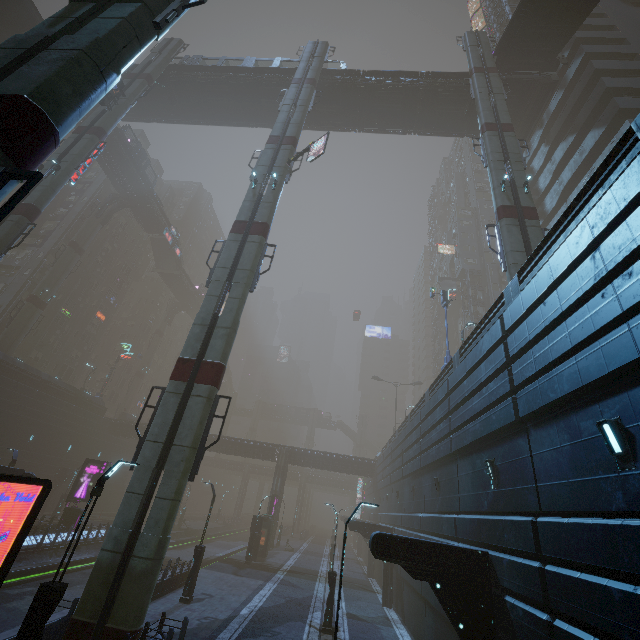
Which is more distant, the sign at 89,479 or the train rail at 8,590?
the sign at 89,479

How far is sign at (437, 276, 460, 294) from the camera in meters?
53.0

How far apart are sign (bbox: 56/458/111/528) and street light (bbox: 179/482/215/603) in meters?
14.8

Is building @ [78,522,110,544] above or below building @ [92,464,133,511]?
below

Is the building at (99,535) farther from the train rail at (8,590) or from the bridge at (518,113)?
the bridge at (518,113)

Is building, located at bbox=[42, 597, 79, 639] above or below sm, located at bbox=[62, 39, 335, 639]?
below

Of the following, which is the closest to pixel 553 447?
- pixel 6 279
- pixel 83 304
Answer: pixel 6 279

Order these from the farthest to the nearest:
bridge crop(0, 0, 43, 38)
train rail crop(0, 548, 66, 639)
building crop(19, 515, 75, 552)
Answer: bridge crop(0, 0, 43, 38), building crop(19, 515, 75, 552), train rail crop(0, 548, 66, 639)
